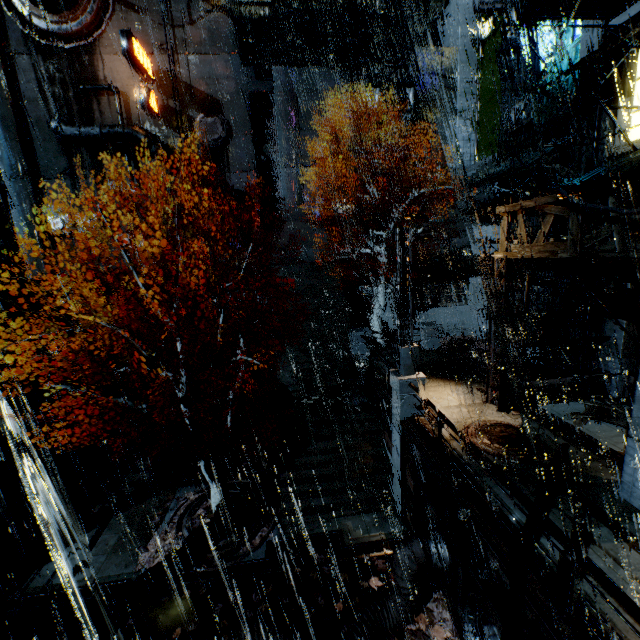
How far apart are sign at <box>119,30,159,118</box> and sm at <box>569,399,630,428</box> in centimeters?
3435cm

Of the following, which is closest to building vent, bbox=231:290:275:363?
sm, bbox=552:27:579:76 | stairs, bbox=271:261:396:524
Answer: stairs, bbox=271:261:396:524

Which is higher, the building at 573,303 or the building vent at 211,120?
the building vent at 211,120

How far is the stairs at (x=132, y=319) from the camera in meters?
22.8

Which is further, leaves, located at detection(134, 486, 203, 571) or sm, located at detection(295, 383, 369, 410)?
sm, located at detection(295, 383, 369, 410)

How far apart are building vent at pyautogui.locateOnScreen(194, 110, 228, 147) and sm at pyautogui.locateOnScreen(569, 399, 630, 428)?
31.5 meters

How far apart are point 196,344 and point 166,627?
18.5 meters

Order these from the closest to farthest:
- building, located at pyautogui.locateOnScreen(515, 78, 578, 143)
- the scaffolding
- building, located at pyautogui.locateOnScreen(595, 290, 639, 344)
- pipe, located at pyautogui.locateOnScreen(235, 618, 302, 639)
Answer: the scaffolding, pipe, located at pyautogui.locateOnScreen(235, 618, 302, 639), building, located at pyautogui.locateOnScreen(595, 290, 639, 344), building, located at pyautogui.locateOnScreen(515, 78, 578, 143)
